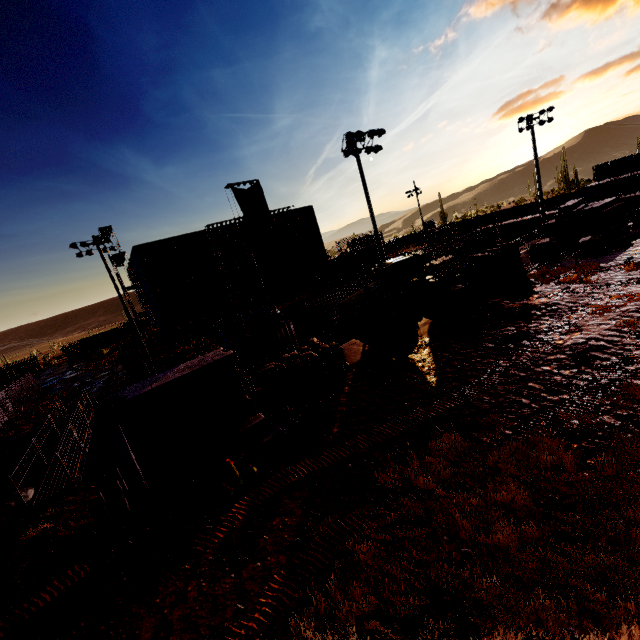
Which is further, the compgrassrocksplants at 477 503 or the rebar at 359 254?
the rebar at 359 254

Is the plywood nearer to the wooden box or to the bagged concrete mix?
the bagged concrete mix

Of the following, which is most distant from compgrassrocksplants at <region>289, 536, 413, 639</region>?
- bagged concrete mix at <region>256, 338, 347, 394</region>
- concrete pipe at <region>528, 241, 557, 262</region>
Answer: concrete pipe at <region>528, 241, 557, 262</region>

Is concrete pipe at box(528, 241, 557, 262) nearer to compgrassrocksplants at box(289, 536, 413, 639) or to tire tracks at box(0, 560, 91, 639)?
compgrassrocksplants at box(289, 536, 413, 639)

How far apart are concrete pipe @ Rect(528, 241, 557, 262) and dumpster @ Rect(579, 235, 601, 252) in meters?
1.4 m

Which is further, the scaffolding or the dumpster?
the dumpster

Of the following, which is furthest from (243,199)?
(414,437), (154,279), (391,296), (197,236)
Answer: (414,437)

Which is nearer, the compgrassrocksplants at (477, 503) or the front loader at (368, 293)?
the compgrassrocksplants at (477, 503)
